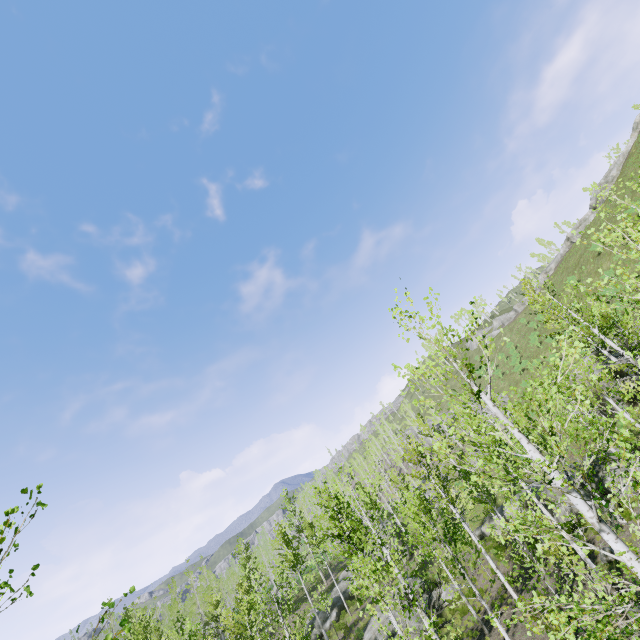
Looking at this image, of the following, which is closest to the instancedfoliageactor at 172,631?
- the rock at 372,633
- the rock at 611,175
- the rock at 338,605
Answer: the rock at 338,605

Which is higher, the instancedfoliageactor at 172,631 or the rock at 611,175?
the rock at 611,175

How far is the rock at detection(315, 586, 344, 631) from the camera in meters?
30.5

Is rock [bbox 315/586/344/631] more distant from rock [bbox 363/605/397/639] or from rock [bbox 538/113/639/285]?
rock [bbox 538/113/639/285]

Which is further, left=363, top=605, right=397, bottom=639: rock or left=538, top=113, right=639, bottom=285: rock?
left=538, top=113, right=639, bottom=285: rock

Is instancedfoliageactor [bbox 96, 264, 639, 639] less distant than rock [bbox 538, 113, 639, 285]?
Yes

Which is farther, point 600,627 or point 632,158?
point 632,158

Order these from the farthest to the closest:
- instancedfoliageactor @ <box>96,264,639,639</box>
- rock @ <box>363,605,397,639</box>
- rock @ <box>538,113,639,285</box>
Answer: rock @ <box>538,113,639,285</box> < rock @ <box>363,605,397,639</box> < instancedfoliageactor @ <box>96,264,639,639</box>
